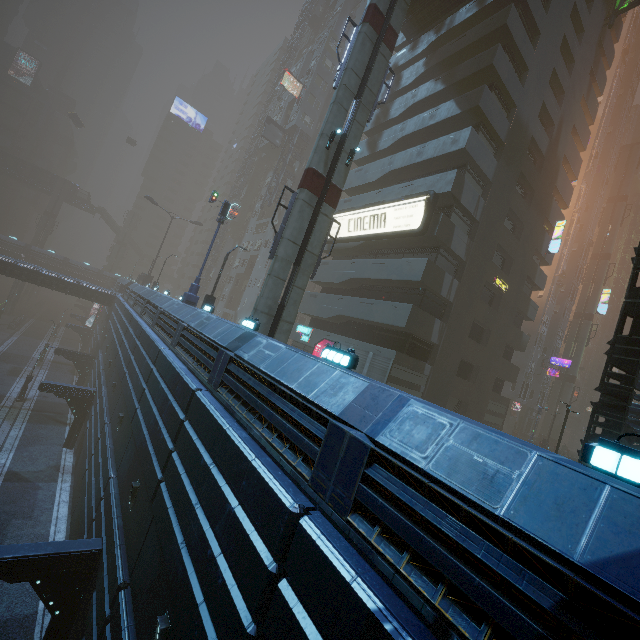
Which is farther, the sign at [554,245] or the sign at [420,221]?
the sign at [554,245]

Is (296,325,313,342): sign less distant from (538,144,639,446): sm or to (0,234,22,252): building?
(0,234,22,252): building

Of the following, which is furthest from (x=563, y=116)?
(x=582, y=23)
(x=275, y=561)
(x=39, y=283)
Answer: (x=39, y=283)

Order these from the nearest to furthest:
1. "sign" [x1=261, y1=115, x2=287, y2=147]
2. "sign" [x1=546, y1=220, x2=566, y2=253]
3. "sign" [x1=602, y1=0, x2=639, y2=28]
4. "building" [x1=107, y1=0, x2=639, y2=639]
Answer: "building" [x1=107, y1=0, x2=639, y2=639] < "sign" [x1=602, y1=0, x2=639, y2=28] < "sign" [x1=546, y1=220, x2=566, y2=253] < "sign" [x1=261, y1=115, x2=287, y2=147]

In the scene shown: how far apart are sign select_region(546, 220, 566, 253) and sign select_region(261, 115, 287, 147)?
35.7 meters

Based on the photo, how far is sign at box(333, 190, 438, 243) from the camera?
20.2m

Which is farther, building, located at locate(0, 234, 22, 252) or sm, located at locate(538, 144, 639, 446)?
building, located at locate(0, 234, 22, 252)

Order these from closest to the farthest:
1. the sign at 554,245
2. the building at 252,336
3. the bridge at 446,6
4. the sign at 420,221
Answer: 1. the building at 252,336
2. the sign at 420,221
3. the bridge at 446,6
4. the sign at 554,245
